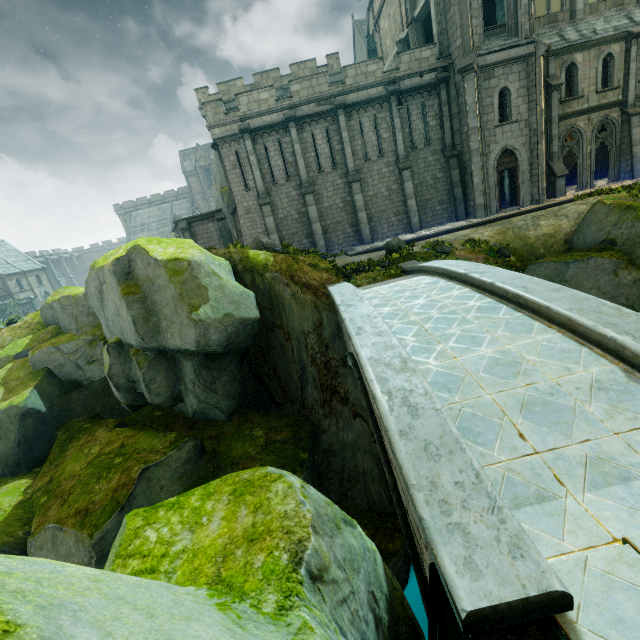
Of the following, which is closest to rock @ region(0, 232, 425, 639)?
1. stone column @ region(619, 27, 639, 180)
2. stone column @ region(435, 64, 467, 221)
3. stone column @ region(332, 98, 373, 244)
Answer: stone column @ region(332, 98, 373, 244)

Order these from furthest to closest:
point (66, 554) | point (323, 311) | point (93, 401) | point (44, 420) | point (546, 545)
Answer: point (93, 401)
point (44, 420)
point (323, 311)
point (66, 554)
point (546, 545)

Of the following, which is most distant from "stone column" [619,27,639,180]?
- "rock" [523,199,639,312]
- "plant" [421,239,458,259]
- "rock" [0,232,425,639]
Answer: "rock" [0,232,425,639]

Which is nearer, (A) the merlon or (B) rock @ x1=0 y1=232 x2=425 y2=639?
(B) rock @ x1=0 y1=232 x2=425 y2=639

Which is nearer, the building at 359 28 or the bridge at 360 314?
the bridge at 360 314

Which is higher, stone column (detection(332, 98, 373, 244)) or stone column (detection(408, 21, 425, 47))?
stone column (detection(408, 21, 425, 47))

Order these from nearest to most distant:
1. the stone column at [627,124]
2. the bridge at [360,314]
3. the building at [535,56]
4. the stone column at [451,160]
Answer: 1. the bridge at [360,314]
2. the building at [535,56]
3. the stone column at [627,124]
4. the stone column at [451,160]

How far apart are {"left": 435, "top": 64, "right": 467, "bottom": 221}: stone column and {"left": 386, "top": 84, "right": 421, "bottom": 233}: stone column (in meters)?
2.27
